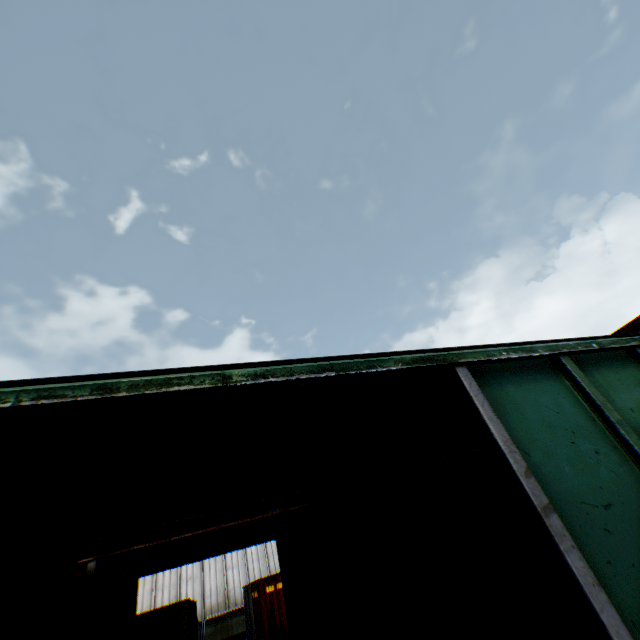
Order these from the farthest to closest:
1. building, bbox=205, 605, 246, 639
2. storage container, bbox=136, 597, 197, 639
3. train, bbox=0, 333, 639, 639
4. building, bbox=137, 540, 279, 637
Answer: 1. building, bbox=137, 540, 279, 637
2. building, bbox=205, 605, 246, 639
3. storage container, bbox=136, 597, 197, 639
4. train, bbox=0, 333, 639, 639

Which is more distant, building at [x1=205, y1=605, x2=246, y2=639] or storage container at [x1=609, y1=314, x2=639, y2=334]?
building at [x1=205, y1=605, x2=246, y2=639]

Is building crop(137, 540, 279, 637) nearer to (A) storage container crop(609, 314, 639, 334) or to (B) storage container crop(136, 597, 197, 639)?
(B) storage container crop(136, 597, 197, 639)

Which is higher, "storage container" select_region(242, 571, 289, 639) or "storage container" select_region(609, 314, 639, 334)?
"storage container" select_region(609, 314, 639, 334)

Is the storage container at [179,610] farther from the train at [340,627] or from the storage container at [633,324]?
the train at [340,627]

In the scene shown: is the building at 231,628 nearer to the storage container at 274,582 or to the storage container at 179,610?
the storage container at 179,610

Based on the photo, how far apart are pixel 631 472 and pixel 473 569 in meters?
3.3

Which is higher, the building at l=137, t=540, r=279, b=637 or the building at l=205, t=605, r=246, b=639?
the building at l=137, t=540, r=279, b=637
